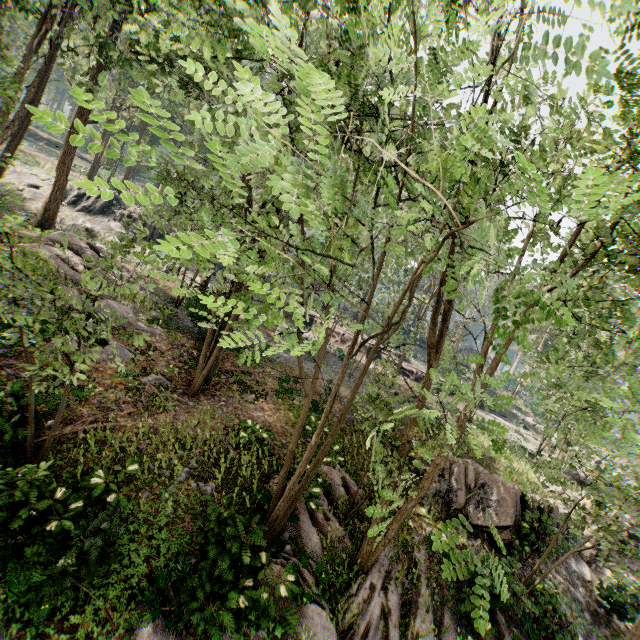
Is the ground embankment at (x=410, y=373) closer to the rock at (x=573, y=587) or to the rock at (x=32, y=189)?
the rock at (x=32, y=189)

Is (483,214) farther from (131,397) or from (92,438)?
(131,397)

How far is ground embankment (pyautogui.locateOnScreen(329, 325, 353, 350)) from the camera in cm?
3553

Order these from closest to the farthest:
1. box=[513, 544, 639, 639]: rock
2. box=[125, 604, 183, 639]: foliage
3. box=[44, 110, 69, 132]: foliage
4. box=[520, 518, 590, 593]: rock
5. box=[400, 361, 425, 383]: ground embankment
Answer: box=[44, 110, 69, 132]: foliage → box=[125, 604, 183, 639]: foliage → box=[513, 544, 639, 639]: rock → box=[520, 518, 590, 593]: rock → box=[400, 361, 425, 383]: ground embankment

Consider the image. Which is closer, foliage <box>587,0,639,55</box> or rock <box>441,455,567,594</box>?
foliage <box>587,0,639,55</box>

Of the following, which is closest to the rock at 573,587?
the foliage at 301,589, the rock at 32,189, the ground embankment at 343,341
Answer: the foliage at 301,589

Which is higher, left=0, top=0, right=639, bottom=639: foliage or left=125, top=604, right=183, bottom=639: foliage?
left=0, top=0, right=639, bottom=639: foliage
